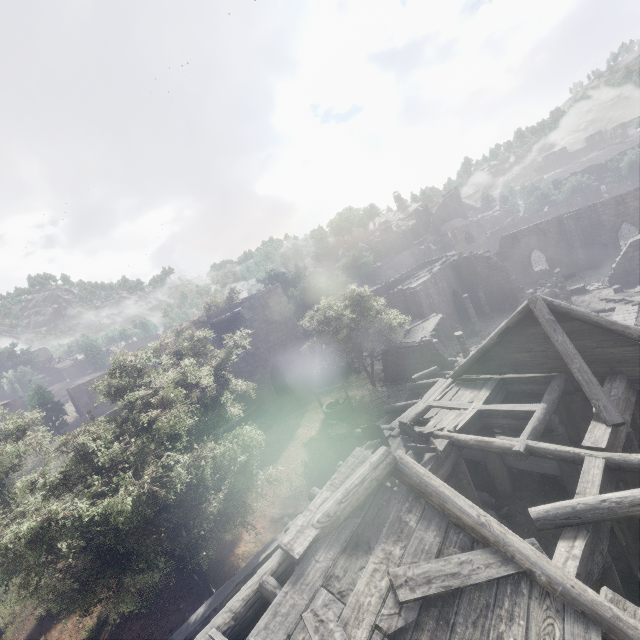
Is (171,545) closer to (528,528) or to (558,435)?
(528,528)

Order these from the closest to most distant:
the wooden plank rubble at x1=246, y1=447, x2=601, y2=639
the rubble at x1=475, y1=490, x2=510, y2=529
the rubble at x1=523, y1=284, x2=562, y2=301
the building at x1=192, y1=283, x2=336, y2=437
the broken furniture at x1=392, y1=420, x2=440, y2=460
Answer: the wooden plank rubble at x1=246, y1=447, x2=601, y2=639 → the broken furniture at x1=392, y1=420, x2=440, y2=460 → the rubble at x1=475, y1=490, x2=510, y2=529 → the building at x1=192, y1=283, x2=336, y2=437 → the rubble at x1=523, y1=284, x2=562, y2=301

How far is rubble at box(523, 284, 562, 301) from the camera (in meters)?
31.23

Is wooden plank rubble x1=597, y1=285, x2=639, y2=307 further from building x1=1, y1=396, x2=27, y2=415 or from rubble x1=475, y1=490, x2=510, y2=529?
building x1=1, y1=396, x2=27, y2=415

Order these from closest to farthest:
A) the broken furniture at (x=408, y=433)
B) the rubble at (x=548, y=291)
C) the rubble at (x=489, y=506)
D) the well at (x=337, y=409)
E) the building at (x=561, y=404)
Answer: the building at (x=561, y=404)
the broken furniture at (x=408, y=433)
the rubble at (x=489, y=506)
the well at (x=337, y=409)
the rubble at (x=548, y=291)

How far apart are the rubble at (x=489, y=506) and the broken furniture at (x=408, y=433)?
2.36m

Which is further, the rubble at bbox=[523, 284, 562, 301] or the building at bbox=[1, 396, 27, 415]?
the building at bbox=[1, 396, 27, 415]

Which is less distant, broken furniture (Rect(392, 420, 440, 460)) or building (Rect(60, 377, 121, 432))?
broken furniture (Rect(392, 420, 440, 460))
